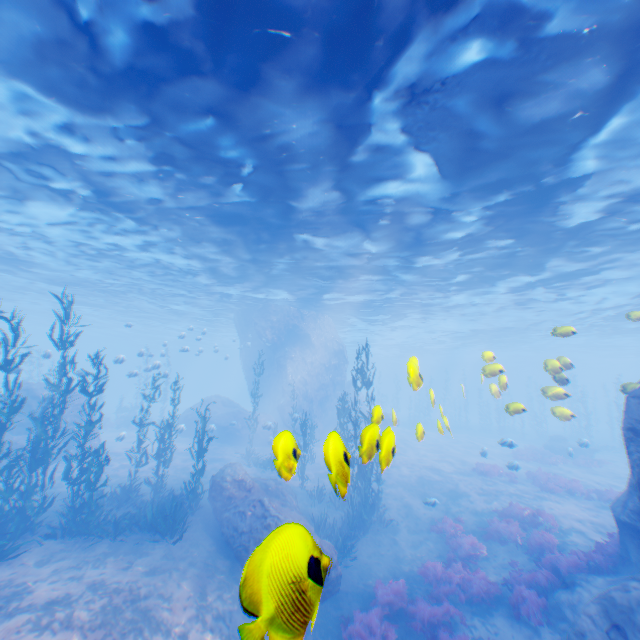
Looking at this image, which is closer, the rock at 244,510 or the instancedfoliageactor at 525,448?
the rock at 244,510

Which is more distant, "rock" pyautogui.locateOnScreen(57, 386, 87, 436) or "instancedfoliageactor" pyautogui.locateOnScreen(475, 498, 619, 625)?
"rock" pyautogui.locateOnScreen(57, 386, 87, 436)

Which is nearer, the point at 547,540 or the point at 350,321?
the point at 547,540

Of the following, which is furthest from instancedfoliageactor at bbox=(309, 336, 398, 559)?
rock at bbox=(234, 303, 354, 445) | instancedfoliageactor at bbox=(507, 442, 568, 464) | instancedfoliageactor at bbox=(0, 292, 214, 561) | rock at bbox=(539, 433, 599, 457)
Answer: rock at bbox=(539, 433, 599, 457)

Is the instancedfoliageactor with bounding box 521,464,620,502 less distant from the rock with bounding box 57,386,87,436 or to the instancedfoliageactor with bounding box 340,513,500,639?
the rock with bounding box 57,386,87,436

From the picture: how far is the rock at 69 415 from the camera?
20.08m

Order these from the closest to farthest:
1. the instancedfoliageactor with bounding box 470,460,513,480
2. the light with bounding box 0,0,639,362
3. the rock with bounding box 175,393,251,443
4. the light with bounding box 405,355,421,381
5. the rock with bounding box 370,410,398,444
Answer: the rock with bounding box 370,410,398,444 < the light with bounding box 405,355,421,381 < the light with bounding box 0,0,639,362 < the instancedfoliageactor with bounding box 470,460,513,480 < the rock with bounding box 175,393,251,443

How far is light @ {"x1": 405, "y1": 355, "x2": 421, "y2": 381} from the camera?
5.4 meters
